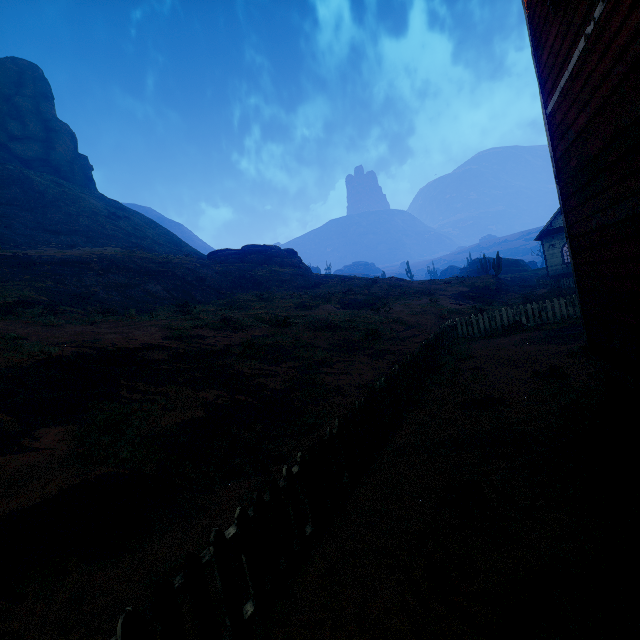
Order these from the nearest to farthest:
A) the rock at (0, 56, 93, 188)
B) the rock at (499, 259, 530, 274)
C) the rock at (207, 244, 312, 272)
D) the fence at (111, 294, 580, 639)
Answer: the fence at (111, 294, 580, 639), the rock at (207, 244, 312, 272), the rock at (0, 56, 93, 188), the rock at (499, 259, 530, 274)

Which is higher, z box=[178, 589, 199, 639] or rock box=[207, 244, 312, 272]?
rock box=[207, 244, 312, 272]

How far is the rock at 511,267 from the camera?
57.8m

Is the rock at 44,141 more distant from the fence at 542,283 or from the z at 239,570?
the fence at 542,283

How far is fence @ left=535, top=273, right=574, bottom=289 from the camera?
24.7 meters

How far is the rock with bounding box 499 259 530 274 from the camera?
57.78m

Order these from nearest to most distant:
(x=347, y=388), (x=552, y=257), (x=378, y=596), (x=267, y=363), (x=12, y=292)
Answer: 1. (x=378, y=596)
2. (x=347, y=388)
3. (x=267, y=363)
4. (x=12, y=292)
5. (x=552, y=257)

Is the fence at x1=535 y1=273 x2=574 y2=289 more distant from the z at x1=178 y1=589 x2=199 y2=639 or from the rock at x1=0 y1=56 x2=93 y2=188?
the rock at x1=0 y1=56 x2=93 y2=188
